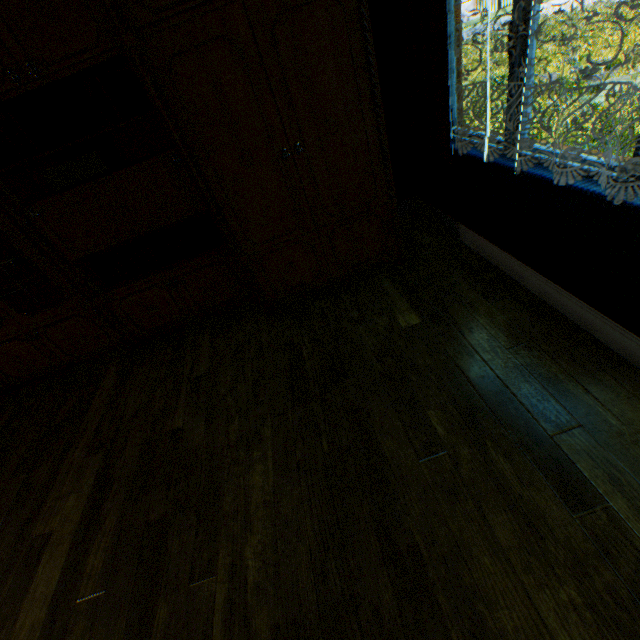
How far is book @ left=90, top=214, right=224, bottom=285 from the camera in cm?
284

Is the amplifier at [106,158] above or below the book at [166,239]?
above

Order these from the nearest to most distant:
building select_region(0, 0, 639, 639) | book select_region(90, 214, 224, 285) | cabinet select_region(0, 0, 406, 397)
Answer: building select_region(0, 0, 639, 639)
cabinet select_region(0, 0, 406, 397)
book select_region(90, 214, 224, 285)

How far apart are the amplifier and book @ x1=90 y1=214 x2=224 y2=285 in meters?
0.6 m

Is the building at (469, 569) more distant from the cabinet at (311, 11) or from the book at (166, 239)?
the book at (166, 239)

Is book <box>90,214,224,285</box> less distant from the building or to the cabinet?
the cabinet

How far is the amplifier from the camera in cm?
225

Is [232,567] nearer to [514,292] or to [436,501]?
[436,501]
